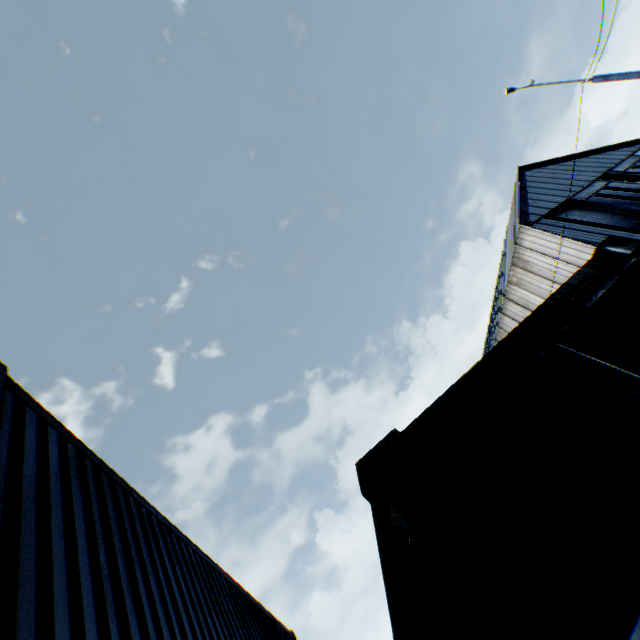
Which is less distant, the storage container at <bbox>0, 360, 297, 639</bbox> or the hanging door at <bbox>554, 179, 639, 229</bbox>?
the storage container at <bbox>0, 360, 297, 639</bbox>

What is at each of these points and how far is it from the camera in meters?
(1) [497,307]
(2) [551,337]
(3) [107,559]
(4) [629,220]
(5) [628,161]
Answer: (1) building, 27.8 m
(2) storage container, 1.8 m
(3) storage container, 2.8 m
(4) hanging door, 20.4 m
(5) hanging door, 26.5 m

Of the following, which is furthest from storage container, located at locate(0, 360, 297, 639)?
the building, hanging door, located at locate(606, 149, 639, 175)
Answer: hanging door, located at locate(606, 149, 639, 175)

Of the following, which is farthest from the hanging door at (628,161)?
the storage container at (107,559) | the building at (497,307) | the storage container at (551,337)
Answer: the storage container at (107,559)

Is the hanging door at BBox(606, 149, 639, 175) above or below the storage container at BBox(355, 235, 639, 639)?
above

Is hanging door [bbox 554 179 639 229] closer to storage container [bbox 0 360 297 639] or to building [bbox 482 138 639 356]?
building [bbox 482 138 639 356]

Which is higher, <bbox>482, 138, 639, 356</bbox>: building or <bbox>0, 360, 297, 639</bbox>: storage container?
<bbox>482, 138, 639, 356</bbox>: building

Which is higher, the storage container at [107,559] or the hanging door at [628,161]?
the hanging door at [628,161]
